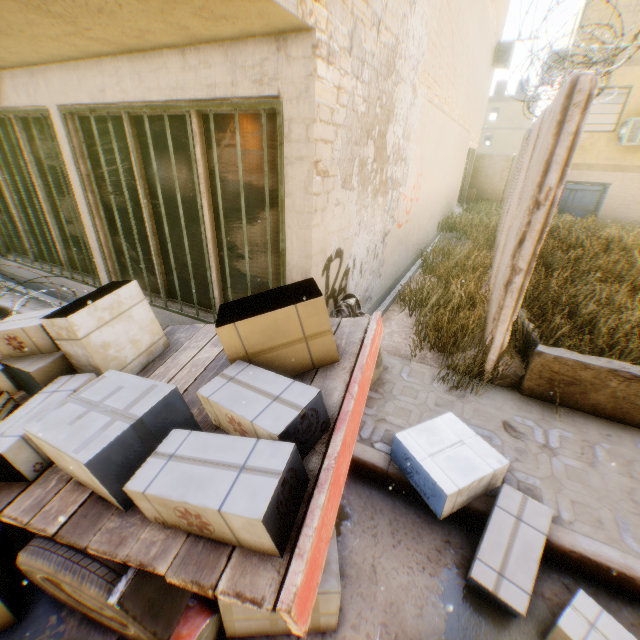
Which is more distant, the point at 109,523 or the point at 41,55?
the point at 41,55

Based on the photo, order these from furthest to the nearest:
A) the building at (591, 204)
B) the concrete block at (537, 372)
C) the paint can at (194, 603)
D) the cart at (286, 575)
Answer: the building at (591, 204), the concrete block at (537, 372), the paint can at (194, 603), the cart at (286, 575)

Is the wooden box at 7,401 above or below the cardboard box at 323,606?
above

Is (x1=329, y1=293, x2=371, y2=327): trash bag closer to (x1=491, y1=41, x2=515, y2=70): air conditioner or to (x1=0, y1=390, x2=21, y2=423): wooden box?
(x1=0, y1=390, x2=21, y2=423): wooden box

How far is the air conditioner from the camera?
13.5 meters

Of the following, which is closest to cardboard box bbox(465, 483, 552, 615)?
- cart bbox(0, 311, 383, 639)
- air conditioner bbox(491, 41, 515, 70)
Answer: cart bbox(0, 311, 383, 639)

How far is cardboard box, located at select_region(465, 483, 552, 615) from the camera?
2.15m
